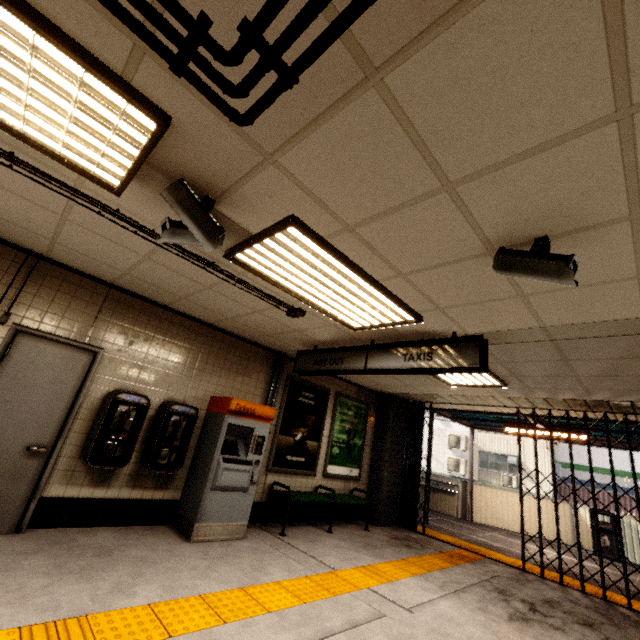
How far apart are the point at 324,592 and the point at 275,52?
4.6 meters

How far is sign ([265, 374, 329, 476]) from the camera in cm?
605

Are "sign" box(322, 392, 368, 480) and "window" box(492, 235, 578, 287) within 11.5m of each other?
yes

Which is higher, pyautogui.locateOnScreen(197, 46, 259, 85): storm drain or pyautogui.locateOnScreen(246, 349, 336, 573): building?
pyautogui.locateOnScreen(197, 46, 259, 85): storm drain

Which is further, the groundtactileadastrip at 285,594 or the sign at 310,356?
the sign at 310,356

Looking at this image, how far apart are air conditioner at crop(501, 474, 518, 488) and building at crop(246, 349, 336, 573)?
17.0m

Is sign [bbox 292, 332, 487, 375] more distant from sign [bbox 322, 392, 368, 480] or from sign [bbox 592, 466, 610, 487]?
sign [bbox 592, 466, 610, 487]

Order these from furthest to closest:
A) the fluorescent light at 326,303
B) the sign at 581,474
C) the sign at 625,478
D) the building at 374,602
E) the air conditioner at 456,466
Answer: the air conditioner at 456,466 → the sign at 581,474 → the sign at 625,478 → the building at 374,602 → the fluorescent light at 326,303
